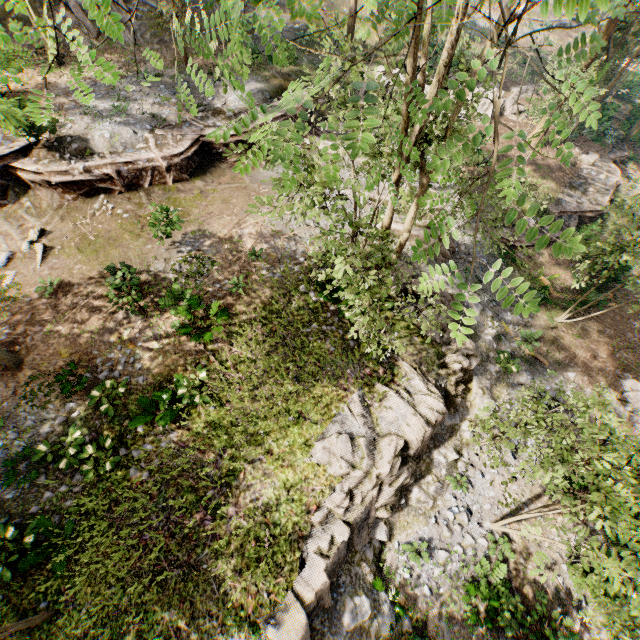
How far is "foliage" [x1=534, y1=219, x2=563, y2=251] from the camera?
2.1 meters

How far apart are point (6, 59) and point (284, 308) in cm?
1960

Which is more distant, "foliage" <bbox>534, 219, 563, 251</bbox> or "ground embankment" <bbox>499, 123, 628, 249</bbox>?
"ground embankment" <bbox>499, 123, 628, 249</bbox>

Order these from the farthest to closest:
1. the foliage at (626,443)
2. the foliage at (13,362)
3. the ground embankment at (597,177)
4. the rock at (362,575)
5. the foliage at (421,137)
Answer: the ground embankment at (597,177) → the foliage at (13,362) → the rock at (362,575) → the foliage at (626,443) → the foliage at (421,137)

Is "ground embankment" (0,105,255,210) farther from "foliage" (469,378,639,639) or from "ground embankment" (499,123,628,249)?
"ground embankment" (499,123,628,249)

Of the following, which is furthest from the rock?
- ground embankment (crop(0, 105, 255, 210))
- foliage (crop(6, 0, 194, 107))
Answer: ground embankment (crop(0, 105, 255, 210))

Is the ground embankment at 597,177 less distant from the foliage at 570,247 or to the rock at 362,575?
the foliage at 570,247
